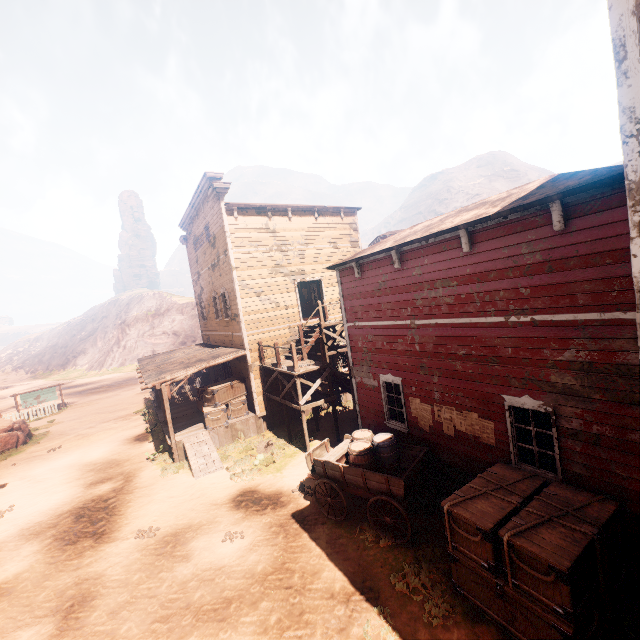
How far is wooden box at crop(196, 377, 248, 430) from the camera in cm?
1466

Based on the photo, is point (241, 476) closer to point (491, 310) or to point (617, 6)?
point (491, 310)

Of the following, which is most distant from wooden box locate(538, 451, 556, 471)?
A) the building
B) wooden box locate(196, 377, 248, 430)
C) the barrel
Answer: wooden box locate(196, 377, 248, 430)

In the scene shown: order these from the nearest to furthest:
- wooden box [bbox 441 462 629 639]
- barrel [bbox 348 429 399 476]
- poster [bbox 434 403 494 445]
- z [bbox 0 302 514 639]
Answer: wooden box [bbox 441 462 629 639]
z [bbox 0 302 514 639]
poster [bbox 434 403 494 445]
barrel [bbox 348 429 399 476]

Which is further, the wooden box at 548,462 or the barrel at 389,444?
the barrel at 389,444

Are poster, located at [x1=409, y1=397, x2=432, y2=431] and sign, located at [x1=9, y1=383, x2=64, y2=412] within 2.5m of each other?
no

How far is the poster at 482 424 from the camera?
7.41m

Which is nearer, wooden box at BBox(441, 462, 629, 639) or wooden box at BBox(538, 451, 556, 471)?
wooden box at BBox(441, 462, 629, 639)
